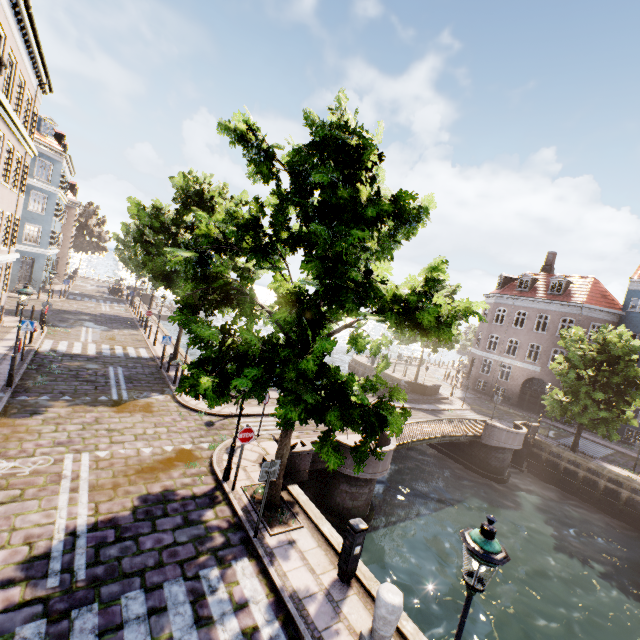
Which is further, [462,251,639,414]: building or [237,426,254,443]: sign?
[462,251,639,414]: building

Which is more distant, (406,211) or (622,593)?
(622,593)

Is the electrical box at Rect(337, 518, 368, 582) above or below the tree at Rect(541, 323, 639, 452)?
below

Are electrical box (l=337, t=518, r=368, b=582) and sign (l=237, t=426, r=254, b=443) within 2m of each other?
no

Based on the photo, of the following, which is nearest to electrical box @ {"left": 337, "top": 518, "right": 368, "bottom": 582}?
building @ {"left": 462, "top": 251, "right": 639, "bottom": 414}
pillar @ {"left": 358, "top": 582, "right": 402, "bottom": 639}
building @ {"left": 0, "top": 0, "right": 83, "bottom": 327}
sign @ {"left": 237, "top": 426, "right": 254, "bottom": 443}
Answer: pillar @ {"left": 358, "top": 582, "right": 402, "bottom": 639}

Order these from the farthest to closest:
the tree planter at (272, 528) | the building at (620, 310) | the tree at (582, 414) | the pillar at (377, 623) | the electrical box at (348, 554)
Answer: the building at (620, 310) < the tree at (582, 414) < the tree planter at (272, 528) < the electrical box at (348, 554) < the pillar at (377, 623)

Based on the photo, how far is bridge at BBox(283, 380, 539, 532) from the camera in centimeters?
1183cm

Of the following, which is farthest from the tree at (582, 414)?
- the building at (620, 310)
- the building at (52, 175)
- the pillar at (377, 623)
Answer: the building at (52, 175)
